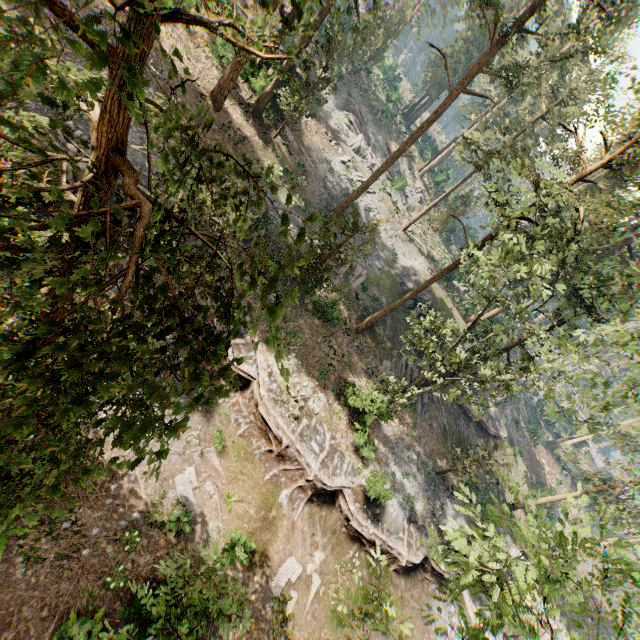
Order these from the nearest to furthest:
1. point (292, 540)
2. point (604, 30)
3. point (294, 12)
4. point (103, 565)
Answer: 1. point (103, 565)
2. point (292, 540)
3. point (604, 30)
4. point (294, 12)

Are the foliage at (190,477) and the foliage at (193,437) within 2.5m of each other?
yes

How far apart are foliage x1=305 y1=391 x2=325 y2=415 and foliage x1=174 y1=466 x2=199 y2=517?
7.11m

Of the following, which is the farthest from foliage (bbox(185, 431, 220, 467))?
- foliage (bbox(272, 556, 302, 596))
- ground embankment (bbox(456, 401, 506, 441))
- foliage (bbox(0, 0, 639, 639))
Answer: ground embankment (bbox(456, 401, 506, 441))

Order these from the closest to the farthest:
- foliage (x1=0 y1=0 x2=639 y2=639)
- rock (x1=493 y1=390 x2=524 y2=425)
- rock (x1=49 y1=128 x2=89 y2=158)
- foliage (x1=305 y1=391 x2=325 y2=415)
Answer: foliage (x1=0 y1=0 x2=639 y2=639), rock (x1=49 y1=128 x2=89 y2=158), foliage (x1=305 y1=391 x2=325 y2=415), rock (x1=493 y1=390 x2=524 y2=425)

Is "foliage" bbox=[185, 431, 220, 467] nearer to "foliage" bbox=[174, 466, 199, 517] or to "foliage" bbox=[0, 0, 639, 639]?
"foliage" bbox=[174, 466, 199, 517]

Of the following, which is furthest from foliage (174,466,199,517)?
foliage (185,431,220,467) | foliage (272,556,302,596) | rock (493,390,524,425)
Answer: rock (493,390,524,425)

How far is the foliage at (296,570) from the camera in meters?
15.5
